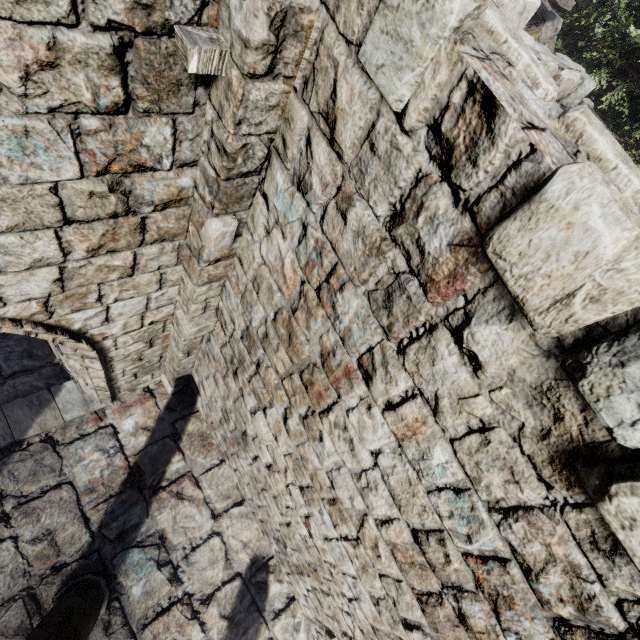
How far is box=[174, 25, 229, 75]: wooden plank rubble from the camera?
1.7 meters

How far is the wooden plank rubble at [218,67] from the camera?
1.7m

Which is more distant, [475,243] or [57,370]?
[57,370]
